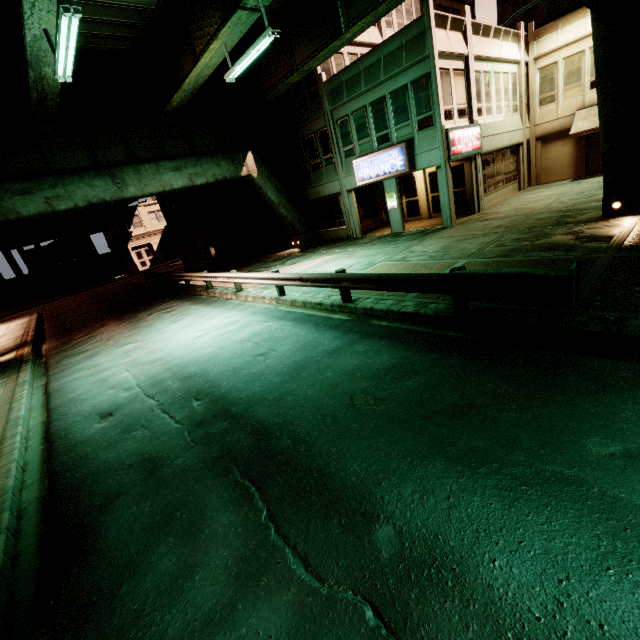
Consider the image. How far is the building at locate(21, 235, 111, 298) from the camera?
37.8m

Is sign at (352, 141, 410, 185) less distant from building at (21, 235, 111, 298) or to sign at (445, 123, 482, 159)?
Result: sign at (445, 123, 482, 159)

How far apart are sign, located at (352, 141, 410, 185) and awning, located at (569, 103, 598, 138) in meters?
11.5

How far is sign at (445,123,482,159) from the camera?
15.3m

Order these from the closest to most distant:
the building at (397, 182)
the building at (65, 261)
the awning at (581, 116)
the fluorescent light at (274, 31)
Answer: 1. the fluorescent light at (274, 31)
2. the building at (397, 182)
3. the awning at (581, 116)
4. the building at (65, 261)

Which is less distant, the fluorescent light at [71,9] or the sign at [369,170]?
the fluorescent light at [71,9]

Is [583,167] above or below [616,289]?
above

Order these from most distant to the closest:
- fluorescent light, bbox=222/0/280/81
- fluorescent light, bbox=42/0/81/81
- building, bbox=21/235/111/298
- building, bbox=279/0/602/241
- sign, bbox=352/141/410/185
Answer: building, bbox=21/235/111/298
sign, bbox=352/141/410/185
building, bbox=279/0/602/241
fluorescent light, bbox=222/0/280/81
fluorescent light, bbox=42/0/81/81
